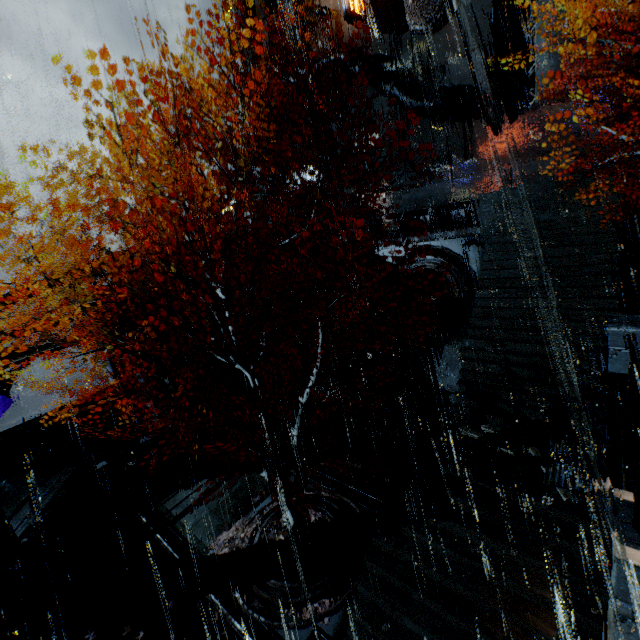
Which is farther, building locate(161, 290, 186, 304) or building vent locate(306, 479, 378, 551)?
building locate(161, 290, 186, 304)

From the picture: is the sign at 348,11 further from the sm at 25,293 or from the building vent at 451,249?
the sm at 25,293

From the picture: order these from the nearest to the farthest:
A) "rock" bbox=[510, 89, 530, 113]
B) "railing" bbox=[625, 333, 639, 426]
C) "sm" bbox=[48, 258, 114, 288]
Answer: "railing" bbox=[625, 333, 639, 426], "sm" bbox=[48, 258, 114, 288], "rock" bbox=[510, 89, 530, 113]

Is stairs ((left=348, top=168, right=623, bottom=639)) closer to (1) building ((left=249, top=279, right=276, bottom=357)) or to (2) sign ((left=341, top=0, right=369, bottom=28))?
(1) building ((left=249, top=279, right=276, bottom=357))

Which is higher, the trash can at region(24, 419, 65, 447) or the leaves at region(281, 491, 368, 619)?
the trash can at region(24, 419, 65, 447)

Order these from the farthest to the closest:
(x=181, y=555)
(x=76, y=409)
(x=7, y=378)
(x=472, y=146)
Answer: (x=7, y=378)
(x=472, y=146)
(x=76, y=409)
(x=181, y=555)

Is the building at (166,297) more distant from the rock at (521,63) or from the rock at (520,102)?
the rock at (521,63)

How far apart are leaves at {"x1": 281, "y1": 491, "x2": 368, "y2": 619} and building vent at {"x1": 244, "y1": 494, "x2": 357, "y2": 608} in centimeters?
0cm
